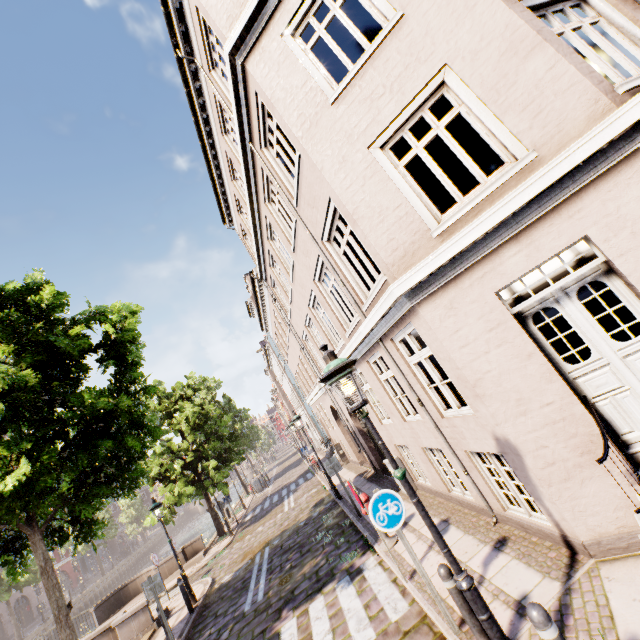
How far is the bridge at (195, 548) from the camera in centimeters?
1723cm

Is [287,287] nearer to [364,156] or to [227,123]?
[227,123]

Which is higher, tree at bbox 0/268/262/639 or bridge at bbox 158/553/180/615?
tree at bbox 0/268/262/639

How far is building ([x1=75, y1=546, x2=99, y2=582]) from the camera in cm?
5038

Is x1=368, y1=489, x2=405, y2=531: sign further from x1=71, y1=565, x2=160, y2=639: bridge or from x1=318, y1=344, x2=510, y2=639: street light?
x1=71, y1=565, x2=160, y2=639: bridge

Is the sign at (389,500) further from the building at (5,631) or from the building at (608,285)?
the building at (5,631)

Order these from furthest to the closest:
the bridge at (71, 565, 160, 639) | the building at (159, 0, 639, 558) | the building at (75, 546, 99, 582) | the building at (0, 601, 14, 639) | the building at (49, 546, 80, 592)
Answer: the building at (75, 546, 99, 582) < the building at (49, 546, 80, 592) < the building at (0, 601, 14, 639) < the bridge at (71, 565, 160, 639) < the building at (159, 0, 639, 558)

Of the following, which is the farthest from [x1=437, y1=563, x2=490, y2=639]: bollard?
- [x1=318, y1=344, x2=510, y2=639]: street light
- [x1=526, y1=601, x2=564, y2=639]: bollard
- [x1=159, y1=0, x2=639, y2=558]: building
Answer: [x1=159, y1=0, x2=639, y2=558]: building
